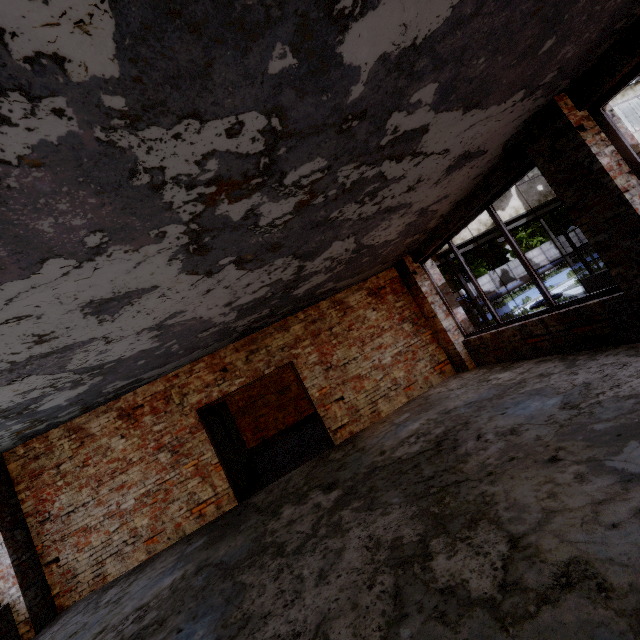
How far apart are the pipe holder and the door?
16.5 meters

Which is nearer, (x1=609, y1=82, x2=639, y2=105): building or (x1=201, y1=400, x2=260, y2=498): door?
(x1=201, y1=400, x2=260, y2=498): door

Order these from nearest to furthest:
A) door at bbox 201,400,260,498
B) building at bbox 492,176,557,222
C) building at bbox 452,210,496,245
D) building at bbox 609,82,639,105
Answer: door at bbox 201,400,260,498, building at bbox 452,210,496,245, building at bbox 492,176,557,222, building at bbox 609,82,639,105

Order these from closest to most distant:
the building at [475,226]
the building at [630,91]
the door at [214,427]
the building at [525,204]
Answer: the door at [214,427]
the building at [475,226]
the building at [525,204]
the building at [630,91]

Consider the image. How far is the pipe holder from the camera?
14.3m

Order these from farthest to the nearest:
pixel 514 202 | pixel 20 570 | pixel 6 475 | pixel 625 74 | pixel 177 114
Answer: pixel 514 202 < pixel 6 475 < pixel 20 570 < pixel 625 74 < pixel 177 114

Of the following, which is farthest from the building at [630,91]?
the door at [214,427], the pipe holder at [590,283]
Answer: the door at [214,427]

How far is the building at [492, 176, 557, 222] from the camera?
11.8m
